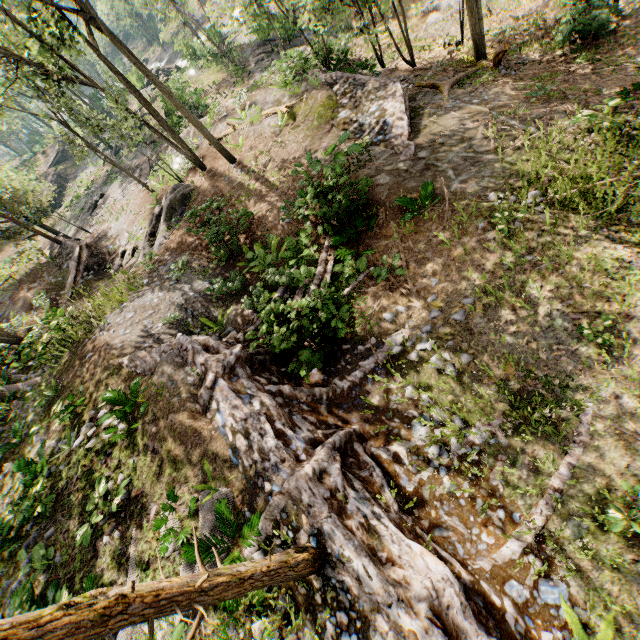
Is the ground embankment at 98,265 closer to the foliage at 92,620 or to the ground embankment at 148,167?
the foliage at 92,620

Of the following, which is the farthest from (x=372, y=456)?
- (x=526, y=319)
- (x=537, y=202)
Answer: (x=537, y=202)

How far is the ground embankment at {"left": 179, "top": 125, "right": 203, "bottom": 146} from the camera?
20.6m

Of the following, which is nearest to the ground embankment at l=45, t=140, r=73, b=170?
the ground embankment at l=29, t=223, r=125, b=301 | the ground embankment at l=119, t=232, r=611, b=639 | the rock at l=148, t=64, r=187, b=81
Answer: the rock at l=148, t=64, r=187, b=81

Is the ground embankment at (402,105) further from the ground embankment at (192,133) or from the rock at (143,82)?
the rock at (143,82)

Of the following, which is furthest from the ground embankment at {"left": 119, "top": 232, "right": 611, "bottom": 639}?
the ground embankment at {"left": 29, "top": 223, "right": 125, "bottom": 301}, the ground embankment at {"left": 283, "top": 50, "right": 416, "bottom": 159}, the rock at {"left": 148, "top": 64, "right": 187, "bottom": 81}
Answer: the rock at {"left": 148, "top": 64, "right": 187, "bottom": 81}

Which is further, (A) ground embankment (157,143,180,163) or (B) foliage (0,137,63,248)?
(A) ground embankment (157,143,180,163)

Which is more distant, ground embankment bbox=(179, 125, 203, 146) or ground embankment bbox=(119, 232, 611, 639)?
ground embankment bbox=(179, 125, 203, 146)
